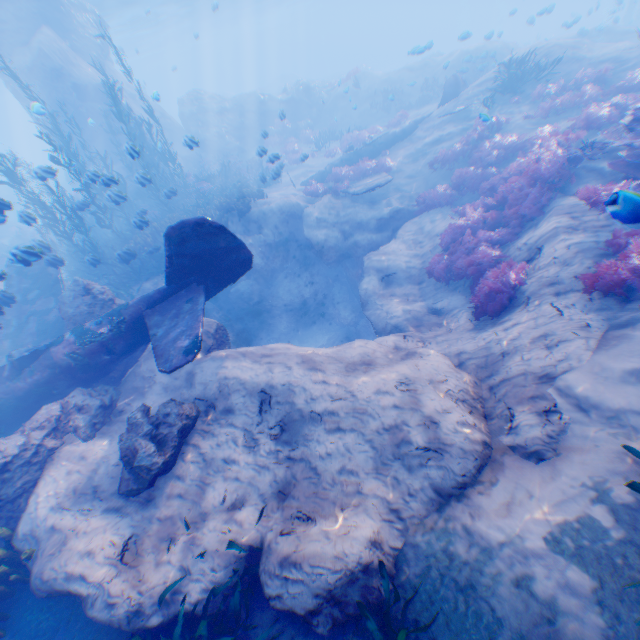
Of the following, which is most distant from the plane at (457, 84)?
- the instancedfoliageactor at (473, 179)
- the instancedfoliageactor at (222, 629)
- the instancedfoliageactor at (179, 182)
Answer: the instancedfoliageactor at (222, 629)

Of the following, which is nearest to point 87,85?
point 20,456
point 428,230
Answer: point 428,230

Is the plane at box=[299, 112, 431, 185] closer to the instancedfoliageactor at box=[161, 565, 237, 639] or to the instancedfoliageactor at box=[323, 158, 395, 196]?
the instancedfoliageactor at box=[323, 158, 395, 196]

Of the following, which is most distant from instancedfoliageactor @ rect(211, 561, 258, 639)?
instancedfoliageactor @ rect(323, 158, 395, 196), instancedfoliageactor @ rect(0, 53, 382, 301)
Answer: instancedfoliageactor @ rect(323, 158, 395, 196)

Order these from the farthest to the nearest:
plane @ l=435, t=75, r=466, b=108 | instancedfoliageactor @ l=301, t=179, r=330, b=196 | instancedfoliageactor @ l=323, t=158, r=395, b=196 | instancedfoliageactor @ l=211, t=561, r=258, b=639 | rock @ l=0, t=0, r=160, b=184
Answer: rock @ l=0, t=0, r=160, b=184
plane @ l=435, t=75, r=466, b=108
instancedfoliageactor @ l=301, t=179, r=330, b=196
instancedfoliageactor @ l=323, t=158, r=395, b=196
instancedfoliageactor @ l=211, t=561, r=258, b=639

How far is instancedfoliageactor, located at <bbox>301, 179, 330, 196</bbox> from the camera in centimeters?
1645cm

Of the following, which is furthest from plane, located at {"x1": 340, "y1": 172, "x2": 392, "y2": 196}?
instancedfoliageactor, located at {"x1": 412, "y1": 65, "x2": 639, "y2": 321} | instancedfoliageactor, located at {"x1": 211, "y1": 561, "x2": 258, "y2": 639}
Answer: instancedfoliageactor, located at {"x1": 211, "y1": 561, "x2": 258, "y2": 639}

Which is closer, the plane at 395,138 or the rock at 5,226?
the rock at 5,226
